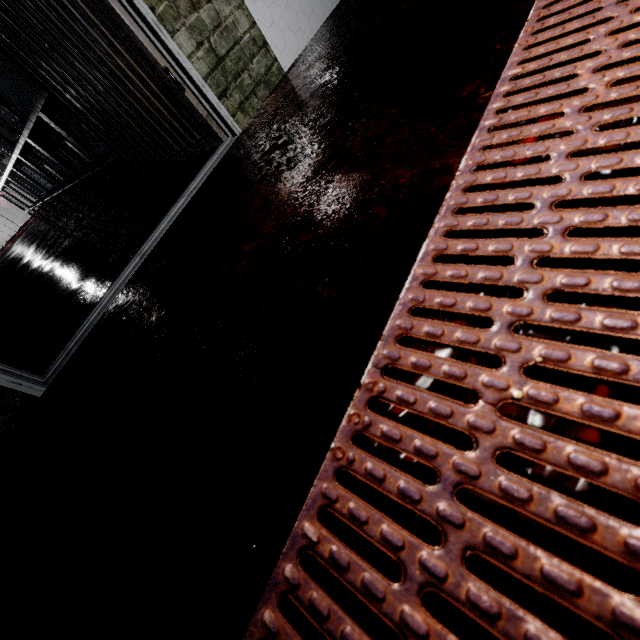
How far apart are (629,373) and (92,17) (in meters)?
2.24

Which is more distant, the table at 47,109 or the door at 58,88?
the table at 47,109

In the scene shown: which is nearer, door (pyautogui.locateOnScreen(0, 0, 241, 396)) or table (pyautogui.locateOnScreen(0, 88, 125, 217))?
door (pyautogui.locateOnScreen(0, 0, 241, 396))
